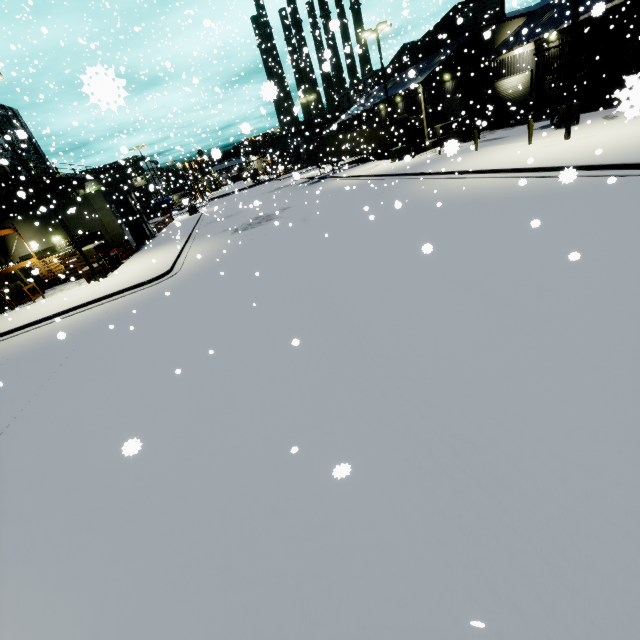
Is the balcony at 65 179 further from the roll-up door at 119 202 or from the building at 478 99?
the roll-up door at 119 202

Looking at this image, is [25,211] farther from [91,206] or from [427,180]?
[427,180]

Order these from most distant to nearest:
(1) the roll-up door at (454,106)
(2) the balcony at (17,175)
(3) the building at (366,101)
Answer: (3) the building at (366,101) < (1) the roll-up door at (454,106) < (2) the balcony at (17,175)

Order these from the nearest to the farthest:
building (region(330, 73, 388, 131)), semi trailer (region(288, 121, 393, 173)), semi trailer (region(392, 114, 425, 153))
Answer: building (region(330, 73, 388, 131)) < semi trailer (region(288, 121, 393, 173)) < semi trailer (region(392, 114, 425, 153))

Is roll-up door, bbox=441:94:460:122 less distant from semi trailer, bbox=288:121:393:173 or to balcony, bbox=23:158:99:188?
semi trailer, bbox=288:121:393:173

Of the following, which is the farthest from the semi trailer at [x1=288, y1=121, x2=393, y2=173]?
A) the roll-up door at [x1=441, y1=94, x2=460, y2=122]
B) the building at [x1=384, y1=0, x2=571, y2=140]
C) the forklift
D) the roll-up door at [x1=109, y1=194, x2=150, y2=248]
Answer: the forklift

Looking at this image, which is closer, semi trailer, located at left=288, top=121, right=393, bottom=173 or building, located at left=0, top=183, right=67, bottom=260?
building, located at left=0, top=183, right=67, bottom=260

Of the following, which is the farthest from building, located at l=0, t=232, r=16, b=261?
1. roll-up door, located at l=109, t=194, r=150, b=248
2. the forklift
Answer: the forklift
